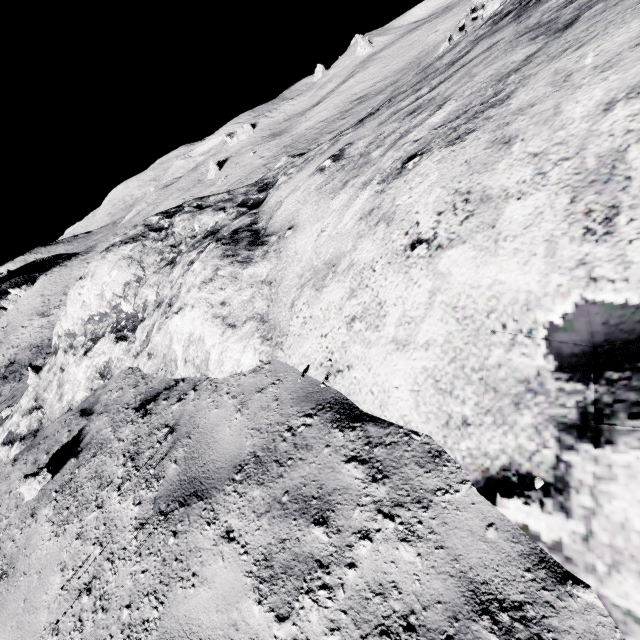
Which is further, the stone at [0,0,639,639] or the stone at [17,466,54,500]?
the stone at [17,466,54,500]

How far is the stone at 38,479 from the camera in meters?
4.5

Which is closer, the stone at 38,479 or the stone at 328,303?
the stone at 328,303

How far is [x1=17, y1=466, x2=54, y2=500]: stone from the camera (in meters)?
4.48

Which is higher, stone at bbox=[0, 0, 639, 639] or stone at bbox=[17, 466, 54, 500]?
stone at bbox=[0, 0, 639, 639]

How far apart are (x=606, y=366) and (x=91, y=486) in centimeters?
501cm
